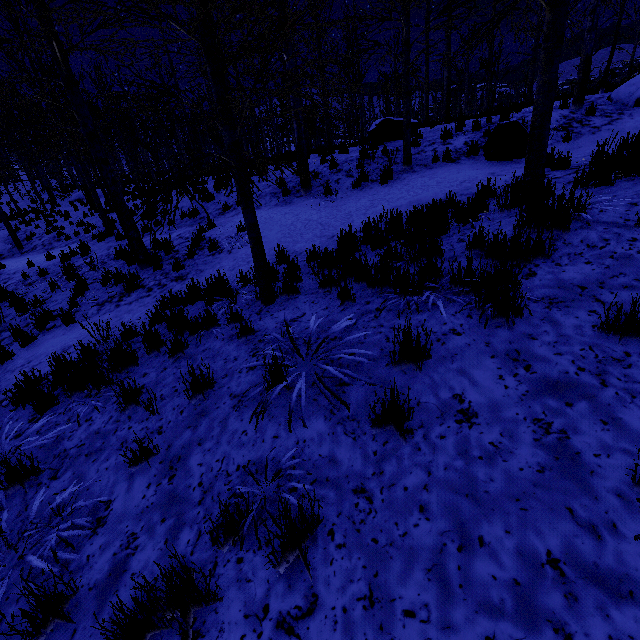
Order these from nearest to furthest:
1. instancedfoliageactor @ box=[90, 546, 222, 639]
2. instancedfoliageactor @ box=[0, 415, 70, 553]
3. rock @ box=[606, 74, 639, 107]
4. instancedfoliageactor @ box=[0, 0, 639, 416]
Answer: instancedfoliageactor @ box=[90, 546, 222, 639], instancedfoliageactor @ box=[0, 415, 70, 553], instancedfoliageactor @ box=[0, 0, 639, 416], rock @ box=[606, 74, 639, 107]

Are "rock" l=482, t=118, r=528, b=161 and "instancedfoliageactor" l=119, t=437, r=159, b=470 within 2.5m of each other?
no

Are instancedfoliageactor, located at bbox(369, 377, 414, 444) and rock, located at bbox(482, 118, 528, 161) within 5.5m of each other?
no

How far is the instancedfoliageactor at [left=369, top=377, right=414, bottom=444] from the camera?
2.23m

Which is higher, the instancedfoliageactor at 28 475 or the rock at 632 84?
the rock at 632 84

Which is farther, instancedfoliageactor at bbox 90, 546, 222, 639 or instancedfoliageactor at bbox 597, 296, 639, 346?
instancedfoliageactor at bbox 597, 296, 639, 346

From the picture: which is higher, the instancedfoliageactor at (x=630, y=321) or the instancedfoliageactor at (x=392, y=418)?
the instancedfoliageactor at (x=630, y=321)

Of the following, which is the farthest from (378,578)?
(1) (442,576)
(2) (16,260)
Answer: (2) (16,260)
